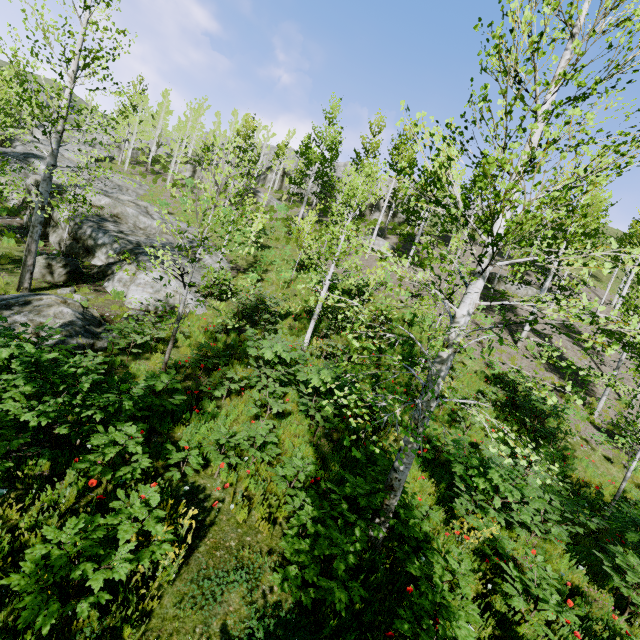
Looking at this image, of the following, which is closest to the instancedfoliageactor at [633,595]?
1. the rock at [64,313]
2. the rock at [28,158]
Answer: the rock at [28,158]

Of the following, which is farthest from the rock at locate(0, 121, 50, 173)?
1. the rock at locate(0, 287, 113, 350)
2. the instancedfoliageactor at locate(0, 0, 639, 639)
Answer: the rock at locate(0, 287, 113, 350)

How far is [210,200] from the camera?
6.8m

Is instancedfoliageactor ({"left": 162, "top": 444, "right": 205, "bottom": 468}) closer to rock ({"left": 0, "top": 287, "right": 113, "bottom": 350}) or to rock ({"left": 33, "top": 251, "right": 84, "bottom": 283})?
rock ({"left": 33, "top": 251, "right": 84, "bottom": 283})

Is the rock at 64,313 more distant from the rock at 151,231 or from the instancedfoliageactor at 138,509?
the instancedfoliageactor at 138,509

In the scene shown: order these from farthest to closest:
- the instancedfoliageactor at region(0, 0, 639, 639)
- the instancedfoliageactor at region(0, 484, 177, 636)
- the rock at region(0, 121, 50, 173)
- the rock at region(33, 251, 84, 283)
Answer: the rock at region(0, 121, 50, 173), the rock at region(33, 251, 84, 283), the instancedfoliageactor at region(0, 0, 639, 639), the instancedfoliageactor at region(0, 484, 177, 636)
